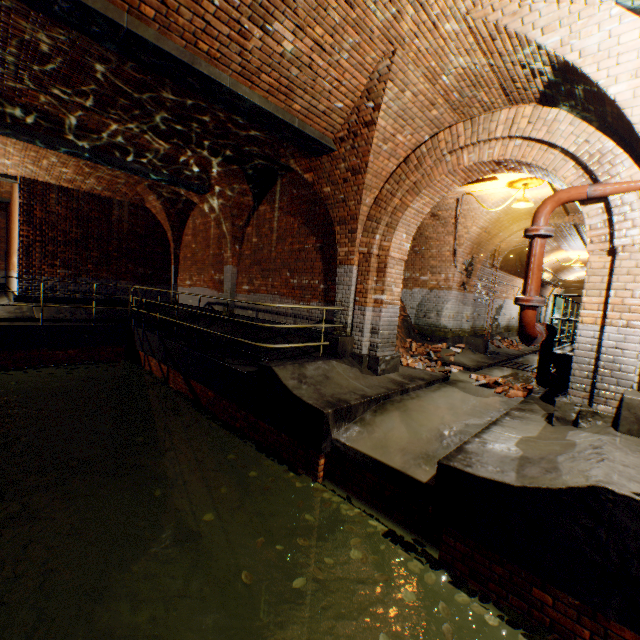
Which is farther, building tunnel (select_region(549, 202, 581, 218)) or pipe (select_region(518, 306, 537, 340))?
building tunnel (select_region(549, 202, 581, 218))

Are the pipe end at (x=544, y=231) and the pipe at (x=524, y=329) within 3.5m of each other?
yes

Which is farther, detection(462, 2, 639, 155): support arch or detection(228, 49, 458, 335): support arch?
detection(228, 49, 458, 335): support arch

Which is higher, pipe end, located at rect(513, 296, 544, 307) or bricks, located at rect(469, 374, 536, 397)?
pipe end, located at rect(513, 296, 544, 307)

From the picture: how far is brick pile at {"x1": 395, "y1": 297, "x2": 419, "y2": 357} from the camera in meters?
10.1 m

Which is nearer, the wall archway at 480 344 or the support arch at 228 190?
the support arch at 228 190

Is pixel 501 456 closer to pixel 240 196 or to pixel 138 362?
pixel 240 196

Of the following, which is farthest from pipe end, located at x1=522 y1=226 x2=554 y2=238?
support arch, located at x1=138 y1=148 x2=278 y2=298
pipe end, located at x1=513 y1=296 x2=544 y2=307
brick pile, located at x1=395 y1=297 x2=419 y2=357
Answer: support arch, located at x1=138 y1=148 x2=278 y2=298
